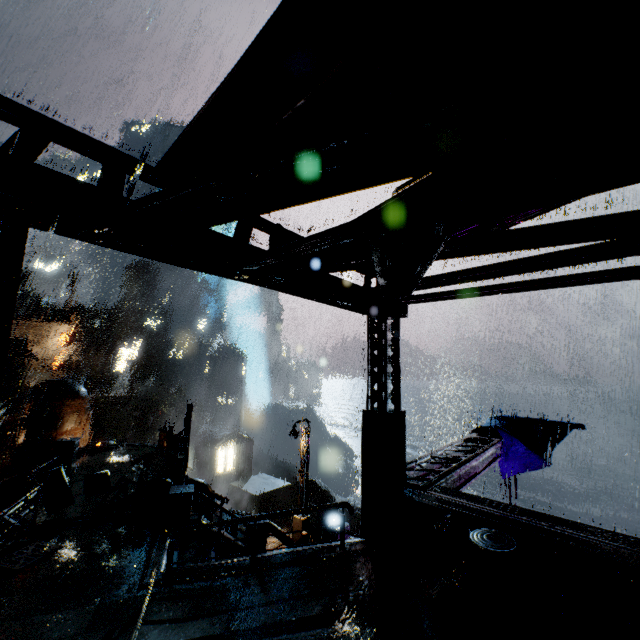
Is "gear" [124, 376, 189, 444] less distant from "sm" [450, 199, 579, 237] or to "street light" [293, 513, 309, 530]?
"street light" [293, 513, 309, 530]

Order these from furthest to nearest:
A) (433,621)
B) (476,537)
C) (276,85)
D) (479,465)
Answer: (479,465)
(476,537)
(433,621)
(276,85)

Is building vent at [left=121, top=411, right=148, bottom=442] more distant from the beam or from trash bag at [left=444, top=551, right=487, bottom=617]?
trash bag at [left=444, top=551, right=487, bottom=617]

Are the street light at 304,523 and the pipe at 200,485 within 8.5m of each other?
yes

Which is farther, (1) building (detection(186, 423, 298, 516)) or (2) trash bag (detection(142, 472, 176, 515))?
(1) building (detection(186, 423, 298, 516))

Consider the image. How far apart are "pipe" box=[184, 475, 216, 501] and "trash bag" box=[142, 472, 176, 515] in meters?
3.4 m

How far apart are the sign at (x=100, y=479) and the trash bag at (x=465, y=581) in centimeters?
1346cm

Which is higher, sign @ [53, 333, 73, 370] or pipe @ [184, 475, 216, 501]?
sign @ [53, 333, 73, 370]
